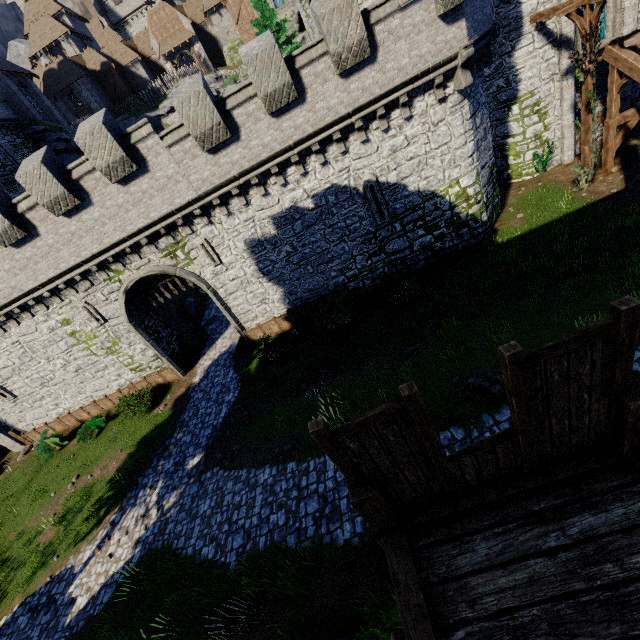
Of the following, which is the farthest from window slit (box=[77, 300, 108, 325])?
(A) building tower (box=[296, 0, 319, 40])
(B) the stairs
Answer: (B) the stairs

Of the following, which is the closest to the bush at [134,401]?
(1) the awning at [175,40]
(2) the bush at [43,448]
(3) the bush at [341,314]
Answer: (2) the bush at [43,448]

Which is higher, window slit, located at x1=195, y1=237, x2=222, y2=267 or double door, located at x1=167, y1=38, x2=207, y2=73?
double door, located at x1=167, y1=38, x2=207, y2=73

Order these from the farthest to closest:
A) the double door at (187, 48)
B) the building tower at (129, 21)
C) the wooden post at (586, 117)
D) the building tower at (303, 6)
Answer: the building tower at (129, 21) → the double door at (187, 48) → the building tower at (303, 6) → the wooden post at (586, 117)

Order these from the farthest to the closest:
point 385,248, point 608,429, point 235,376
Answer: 1. point 235,376
2. point 385,248
3. point 608,429

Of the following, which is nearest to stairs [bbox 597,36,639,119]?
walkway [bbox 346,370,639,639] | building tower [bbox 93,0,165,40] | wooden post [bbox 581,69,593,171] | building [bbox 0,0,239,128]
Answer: wooden post [bbox 581,69,593,171]

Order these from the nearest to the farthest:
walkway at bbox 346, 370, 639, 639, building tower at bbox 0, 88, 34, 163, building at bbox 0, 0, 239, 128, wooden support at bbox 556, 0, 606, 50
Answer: walkway at bbox 346, 370, 639, 639 < wooden support at bbox 556, 0, 606, 50 < building tower at bbox 0, 88, 34, 163 < building at bbox 0, 0, 239, 128

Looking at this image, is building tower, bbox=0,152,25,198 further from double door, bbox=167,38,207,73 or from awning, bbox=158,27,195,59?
double door, bbox=167,38,207,73
